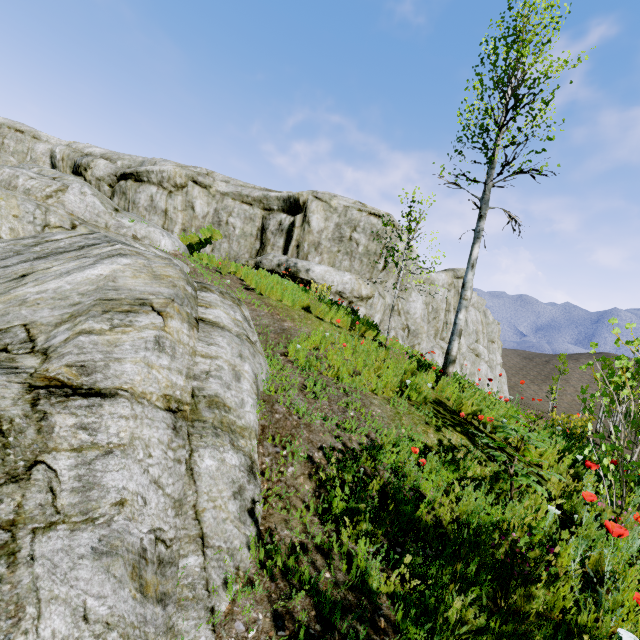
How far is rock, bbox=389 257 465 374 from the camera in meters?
16.8

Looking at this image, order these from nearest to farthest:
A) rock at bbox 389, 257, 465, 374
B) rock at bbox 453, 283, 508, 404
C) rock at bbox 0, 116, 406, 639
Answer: rock at bbox 0, 116, 406, 639
rock at bbox 389, 257, 465, 374
rock at bbox 453, 283, 508, 404

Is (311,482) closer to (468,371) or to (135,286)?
(135,286)

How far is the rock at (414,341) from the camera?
16.84m

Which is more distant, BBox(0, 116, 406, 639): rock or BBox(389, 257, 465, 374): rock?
BBox(389, 257, 465, 374): rock

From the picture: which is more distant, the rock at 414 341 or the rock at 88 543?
the rock at 414 341
